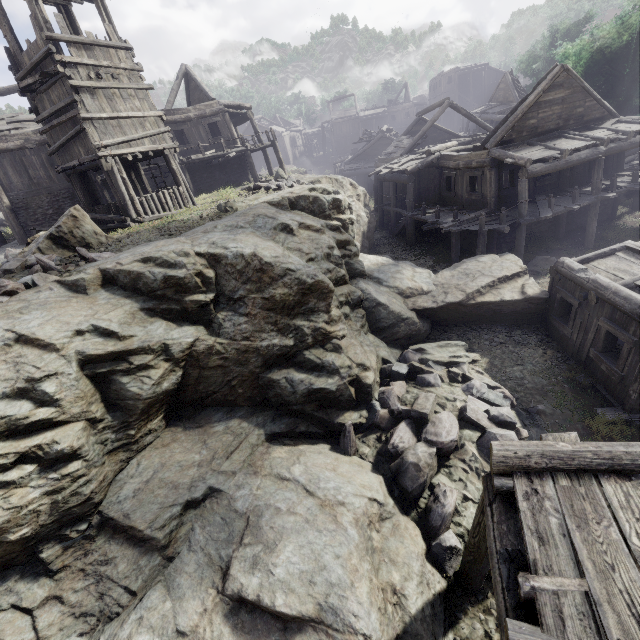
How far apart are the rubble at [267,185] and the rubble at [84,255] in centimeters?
955cm

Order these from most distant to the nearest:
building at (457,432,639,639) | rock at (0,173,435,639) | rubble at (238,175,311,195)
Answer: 1. rubble at (238,175,311,195)
2. rock at (0,173,435,639)
3. building at (457,432,639,639)

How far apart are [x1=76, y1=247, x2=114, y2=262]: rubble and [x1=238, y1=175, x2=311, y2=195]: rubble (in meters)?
9.55

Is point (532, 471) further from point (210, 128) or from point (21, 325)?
point (210, 128)

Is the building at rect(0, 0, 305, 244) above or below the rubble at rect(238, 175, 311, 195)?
above

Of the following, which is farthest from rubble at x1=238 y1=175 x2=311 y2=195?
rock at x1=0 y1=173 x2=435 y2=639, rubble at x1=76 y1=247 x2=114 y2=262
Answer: rubble at x1=76 y1=247 x2=114 y2=262

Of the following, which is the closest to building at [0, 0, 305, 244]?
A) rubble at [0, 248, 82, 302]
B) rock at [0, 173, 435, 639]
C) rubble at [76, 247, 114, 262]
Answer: rock at [0, 173, 435, 639]

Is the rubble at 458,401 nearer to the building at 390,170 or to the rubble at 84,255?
the building at 390,170
